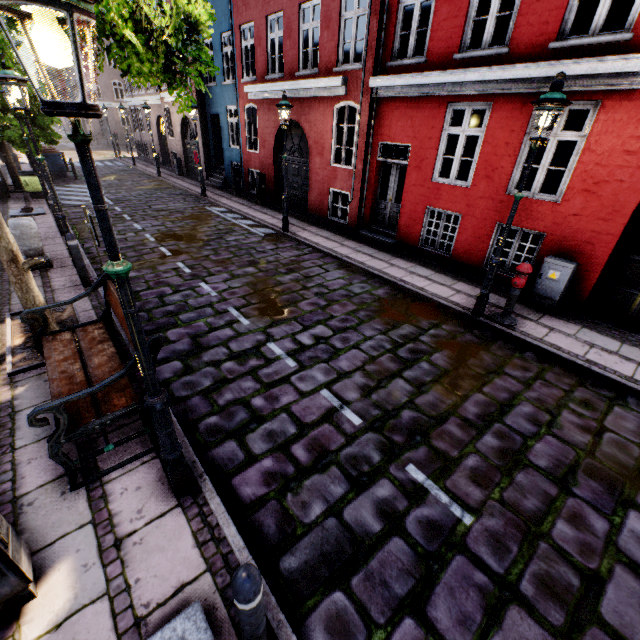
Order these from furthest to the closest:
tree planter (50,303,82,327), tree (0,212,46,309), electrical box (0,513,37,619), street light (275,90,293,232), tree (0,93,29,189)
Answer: tree (0,93,29,189) < street light (275,90,293,232) < tree planter (50,303,82,327) < tree (0,212,46,309) < electrical box (0,513,37,619)

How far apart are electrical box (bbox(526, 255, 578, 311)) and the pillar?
11.10m

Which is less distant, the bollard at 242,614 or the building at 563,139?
the bollard at 242,614

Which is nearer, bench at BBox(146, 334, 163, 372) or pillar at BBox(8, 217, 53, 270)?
bench at BBox(146, 334, 163, 372)

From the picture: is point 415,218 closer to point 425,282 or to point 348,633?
point 425,282

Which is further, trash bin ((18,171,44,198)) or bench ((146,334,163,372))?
trash bin ((18,171,44,198))

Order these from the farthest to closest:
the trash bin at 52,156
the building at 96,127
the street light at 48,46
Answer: the building at 96,127 < the trash bin at 52,156 < the street light at 48,46

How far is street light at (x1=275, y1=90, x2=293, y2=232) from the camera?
9.1 meters
